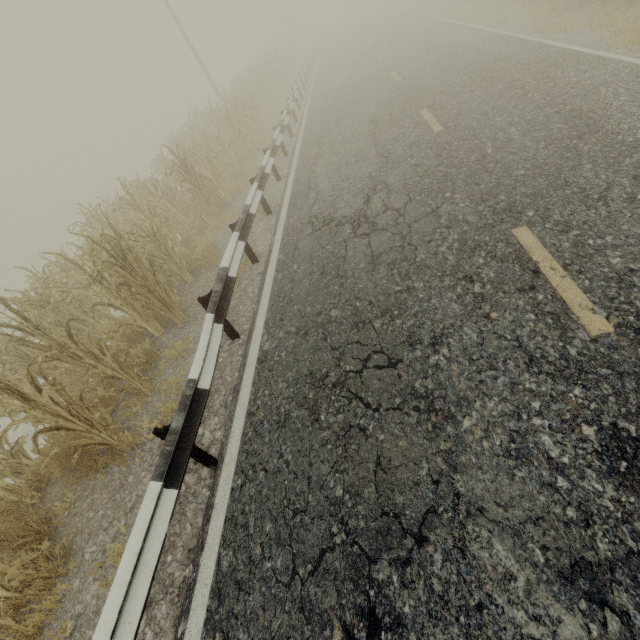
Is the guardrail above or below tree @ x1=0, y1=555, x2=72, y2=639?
above

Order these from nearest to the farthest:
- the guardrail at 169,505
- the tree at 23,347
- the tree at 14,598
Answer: the guardrail at 169,505, the tree at 14,598, the tree at 23,347

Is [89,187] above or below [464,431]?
below

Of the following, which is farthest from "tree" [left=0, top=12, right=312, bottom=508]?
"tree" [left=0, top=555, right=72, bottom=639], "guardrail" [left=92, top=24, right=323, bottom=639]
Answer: "guardrail" [left=92, top=24, right=323, bottom=639]

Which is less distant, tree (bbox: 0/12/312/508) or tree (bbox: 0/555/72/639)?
tree (bbox: 0/555/72/639)

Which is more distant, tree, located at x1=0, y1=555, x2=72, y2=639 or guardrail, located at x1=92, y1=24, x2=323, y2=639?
tree, located at x1=0, y1=555, x2=72, y2=639

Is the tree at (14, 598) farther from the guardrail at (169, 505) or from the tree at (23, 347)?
the guardrail at (169, 505)

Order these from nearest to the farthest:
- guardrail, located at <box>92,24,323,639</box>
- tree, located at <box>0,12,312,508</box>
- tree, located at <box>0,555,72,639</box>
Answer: guardrail, located at <box>92,24,323,639</box>
tree, located at <box>0,555,72,639</box>
tree, located at <box>0,12,312,508</box>
